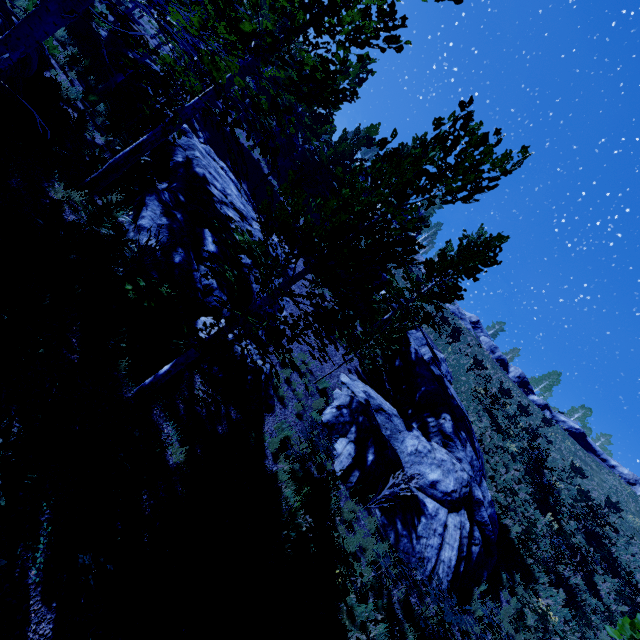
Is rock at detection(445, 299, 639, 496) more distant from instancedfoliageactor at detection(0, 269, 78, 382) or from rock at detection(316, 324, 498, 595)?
instancedfoliageactor at detection(0, 269, 78, 382)

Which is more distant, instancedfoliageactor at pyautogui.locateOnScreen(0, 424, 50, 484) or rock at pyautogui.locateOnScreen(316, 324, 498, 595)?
rock at pyautogui.locateOnScreen(316, 324, 498, 595)

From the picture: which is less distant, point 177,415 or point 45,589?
point 45,589

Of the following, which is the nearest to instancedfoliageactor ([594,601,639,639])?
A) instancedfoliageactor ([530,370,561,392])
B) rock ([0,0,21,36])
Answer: rock ([0,0,21,36])

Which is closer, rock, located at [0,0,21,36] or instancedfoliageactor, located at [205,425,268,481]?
rock, located at [0,0,21,36]

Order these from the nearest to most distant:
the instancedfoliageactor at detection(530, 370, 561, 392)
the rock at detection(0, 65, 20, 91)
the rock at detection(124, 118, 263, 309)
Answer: the rock at detection(0, 65, 20, 91), the rock at detection(124, 118, 263, 309), the instancedfoliageactor at detection(530, 370, 561, 392)

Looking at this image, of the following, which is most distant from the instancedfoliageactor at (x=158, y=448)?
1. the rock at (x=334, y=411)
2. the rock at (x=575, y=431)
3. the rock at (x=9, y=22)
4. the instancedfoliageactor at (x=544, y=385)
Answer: the instancedfoliageactor at (x=544, y=385)

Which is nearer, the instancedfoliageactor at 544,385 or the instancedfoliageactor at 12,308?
the instancedfoliageactor at 12,308
